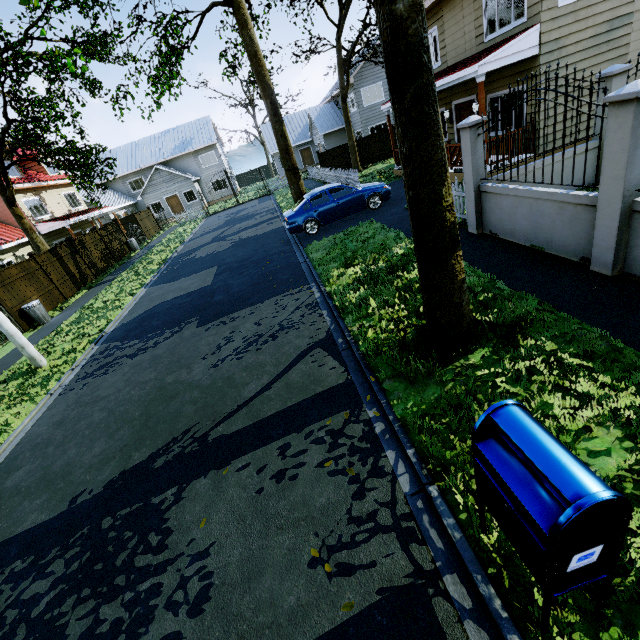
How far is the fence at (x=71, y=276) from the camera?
15.9 meters

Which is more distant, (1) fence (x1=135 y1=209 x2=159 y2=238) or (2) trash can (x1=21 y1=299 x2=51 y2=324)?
(1) fence (x1=135 y1=209 x2=159 y2=238)

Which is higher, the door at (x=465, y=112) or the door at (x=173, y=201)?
the door at (x=465, y=112)

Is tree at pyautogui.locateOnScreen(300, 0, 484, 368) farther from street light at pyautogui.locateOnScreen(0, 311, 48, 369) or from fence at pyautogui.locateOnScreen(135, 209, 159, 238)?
street light at pyautogui.locateOnScreen(0, 311, 48, 369)

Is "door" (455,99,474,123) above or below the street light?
above

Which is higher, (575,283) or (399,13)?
(399,13)

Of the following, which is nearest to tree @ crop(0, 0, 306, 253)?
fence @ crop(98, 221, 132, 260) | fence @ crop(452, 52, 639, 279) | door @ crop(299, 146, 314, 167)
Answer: fence @ crop(452, 52, 639, 279)

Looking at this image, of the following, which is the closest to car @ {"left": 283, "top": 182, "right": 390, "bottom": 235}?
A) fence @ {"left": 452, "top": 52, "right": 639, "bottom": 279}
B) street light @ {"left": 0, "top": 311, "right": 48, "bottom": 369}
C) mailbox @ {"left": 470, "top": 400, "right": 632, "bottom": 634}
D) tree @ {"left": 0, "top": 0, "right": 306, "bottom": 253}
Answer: fence @ {"left": 452, "top": 52, "right": 639, "bottom": 279}
